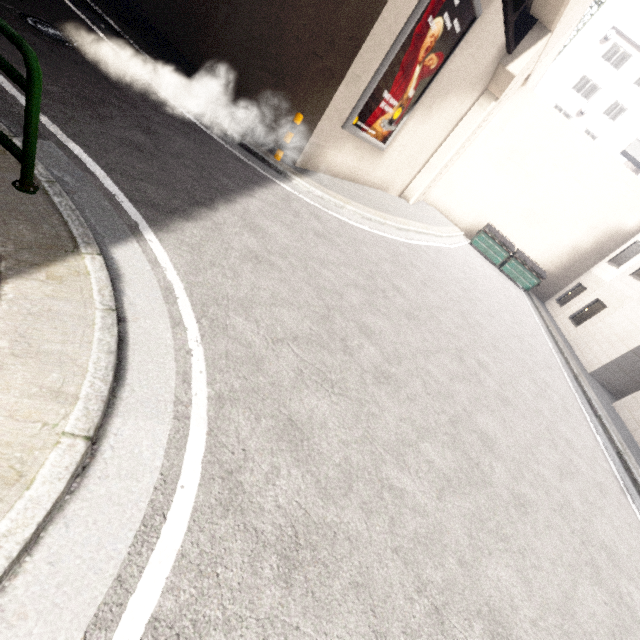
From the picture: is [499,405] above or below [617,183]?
below

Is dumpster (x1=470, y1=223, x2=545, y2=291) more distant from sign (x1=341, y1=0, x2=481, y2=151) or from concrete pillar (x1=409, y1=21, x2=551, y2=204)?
sign (x1=341, y1=0, x2=481, y2=151)

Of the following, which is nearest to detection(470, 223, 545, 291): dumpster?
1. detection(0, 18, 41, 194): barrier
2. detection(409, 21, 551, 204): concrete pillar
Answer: detection(409, 21, 551, 204): concrete pillar

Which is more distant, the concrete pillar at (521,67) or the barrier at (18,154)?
the concrete pillar at (521,67)

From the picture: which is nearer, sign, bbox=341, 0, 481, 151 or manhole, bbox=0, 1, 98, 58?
manhole, bbox=0, 1, 98, 58

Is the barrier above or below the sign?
below

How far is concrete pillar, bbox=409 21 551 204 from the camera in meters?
11.0

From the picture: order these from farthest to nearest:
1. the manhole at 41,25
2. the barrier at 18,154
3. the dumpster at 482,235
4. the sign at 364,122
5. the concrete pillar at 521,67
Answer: the dumpster at 482,235 → the concrete pillar at 521,67 → the sign at 364,122 → the manhole at 41,25 → the barrier at 18,154
